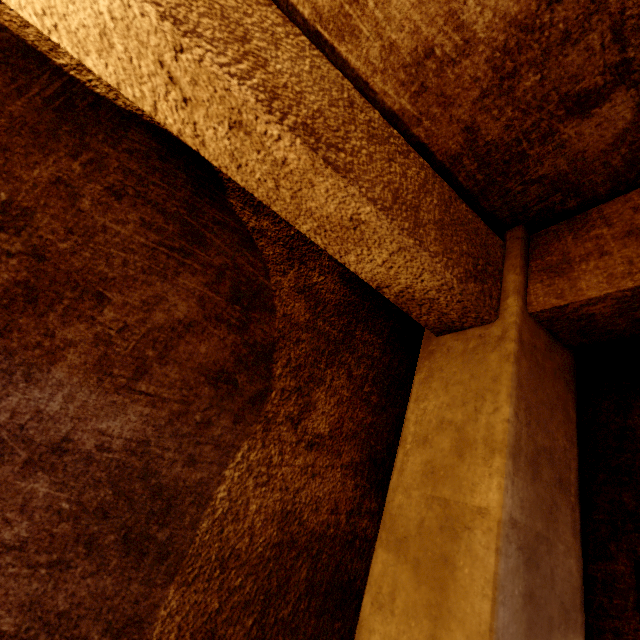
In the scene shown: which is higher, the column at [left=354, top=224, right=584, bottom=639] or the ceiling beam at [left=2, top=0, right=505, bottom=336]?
the ceiling beam at [left=2, top=0, right=505, bottom=336]

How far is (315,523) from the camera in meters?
0.8

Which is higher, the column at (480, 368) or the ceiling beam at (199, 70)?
the ceiling beam at (199, 70)
